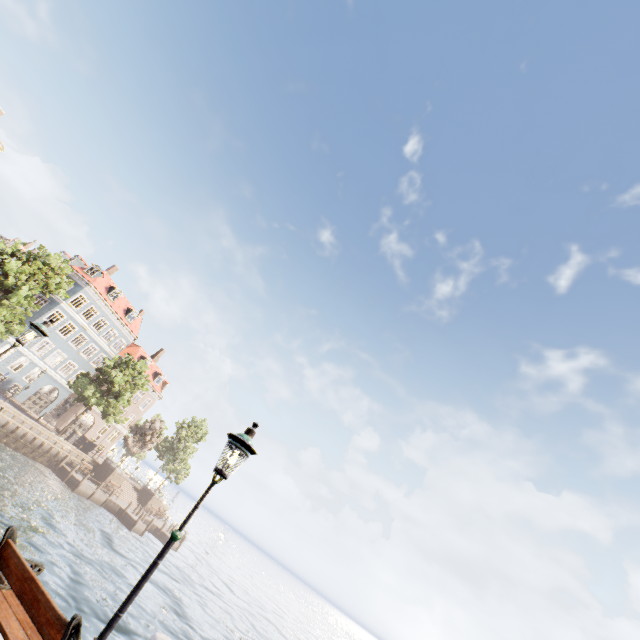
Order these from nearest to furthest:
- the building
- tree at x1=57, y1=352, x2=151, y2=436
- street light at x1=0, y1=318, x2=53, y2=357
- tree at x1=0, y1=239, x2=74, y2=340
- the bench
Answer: the bench
street light at x1=0, y1=318, x2=53, y2=357
tree at x1=0, y1=239, x2=74, y2=340
tree at x1=57, y1=352, x2=151, y2=436
the building

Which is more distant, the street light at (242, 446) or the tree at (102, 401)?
the tree at (102, 401)

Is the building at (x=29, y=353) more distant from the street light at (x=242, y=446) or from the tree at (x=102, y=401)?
the street light at (x=242, y=446)

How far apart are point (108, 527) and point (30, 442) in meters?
11.4 m

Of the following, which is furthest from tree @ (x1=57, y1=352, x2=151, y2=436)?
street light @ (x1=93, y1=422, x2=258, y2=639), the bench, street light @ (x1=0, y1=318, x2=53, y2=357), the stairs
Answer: the stairs

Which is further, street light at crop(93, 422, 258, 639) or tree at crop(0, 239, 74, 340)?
tree at crop(0, 239, 74, 340)

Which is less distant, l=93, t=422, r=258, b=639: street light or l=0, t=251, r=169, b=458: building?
l=93, t=422, r=258, b=639: street light

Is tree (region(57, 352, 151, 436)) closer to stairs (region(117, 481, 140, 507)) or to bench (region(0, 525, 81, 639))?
bench (region(0, 525, 81, 639))
